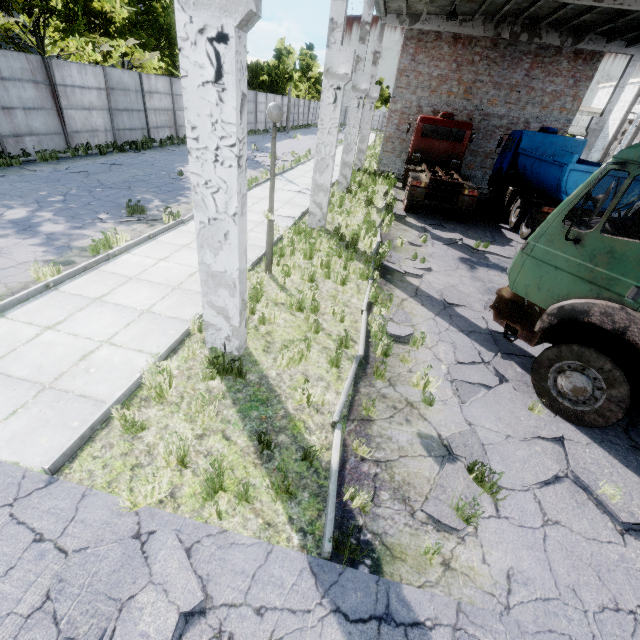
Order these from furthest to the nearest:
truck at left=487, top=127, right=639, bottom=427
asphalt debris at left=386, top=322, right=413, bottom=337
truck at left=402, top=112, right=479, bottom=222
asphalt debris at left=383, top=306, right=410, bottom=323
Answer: truck at left=402, top=112, right=479, bottom=222, asphalt debris at left=383, top=306, right=410, bottom=323, asphalt debris at left=386, top=322, right=413, bottom=337, truck at left=487, top=127, right=639, bottom=427

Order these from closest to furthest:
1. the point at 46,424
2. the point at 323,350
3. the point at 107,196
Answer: the point at 46,424
the point at 323,350
the point at 107,196

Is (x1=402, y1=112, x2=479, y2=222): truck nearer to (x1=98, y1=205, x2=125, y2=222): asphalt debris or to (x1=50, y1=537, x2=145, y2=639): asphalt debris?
(x1=50, y1=537, x2=145, y2=639): asphalt debris

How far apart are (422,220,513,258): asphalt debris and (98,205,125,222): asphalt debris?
9.61m

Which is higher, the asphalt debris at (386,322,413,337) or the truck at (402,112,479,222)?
the truck at (402,112,479,222)

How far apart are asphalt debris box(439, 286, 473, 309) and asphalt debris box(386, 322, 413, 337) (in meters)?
1.33

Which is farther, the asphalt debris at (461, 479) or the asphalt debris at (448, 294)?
the asphalt debris at (448, 294)

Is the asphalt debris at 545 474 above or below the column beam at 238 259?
below
